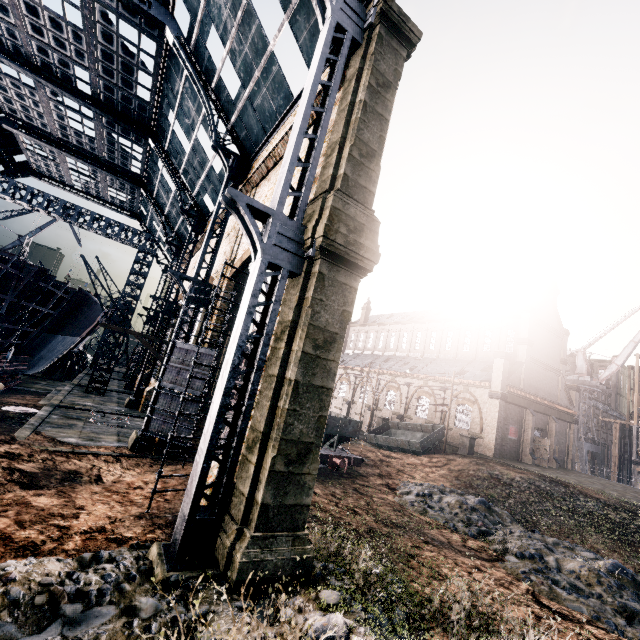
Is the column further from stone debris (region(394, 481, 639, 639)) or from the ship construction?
the ship construction

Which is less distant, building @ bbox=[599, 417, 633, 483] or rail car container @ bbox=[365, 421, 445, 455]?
rail car container @ bbox=[365, 421, 445, 455]

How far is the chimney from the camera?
43.2 meters

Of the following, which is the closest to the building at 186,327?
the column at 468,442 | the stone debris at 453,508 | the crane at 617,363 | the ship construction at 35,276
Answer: the column at 468,442

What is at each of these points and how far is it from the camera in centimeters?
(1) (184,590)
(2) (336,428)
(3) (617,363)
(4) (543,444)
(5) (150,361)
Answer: (1) stone debris, 674cm
(2) rail car, 2273cm
(3) crane, 5984cm
(4) door, 3791cm
(5) building, 3925cm

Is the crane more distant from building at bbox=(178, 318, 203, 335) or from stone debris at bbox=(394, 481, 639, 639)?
stone debris at bbox=(394, 481, 639, 639)

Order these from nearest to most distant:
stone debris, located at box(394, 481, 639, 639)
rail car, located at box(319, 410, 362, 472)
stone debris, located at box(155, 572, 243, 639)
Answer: stone debris, located at box(155, 572, 243, 639) < stone debris, located at box(394, 481, 639, 639) < rail car, located at box(319, 410, 362, 472)

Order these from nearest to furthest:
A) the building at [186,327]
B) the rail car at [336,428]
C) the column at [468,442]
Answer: the building at [186,327], the rail car at [336,428], the column at [468,442]
